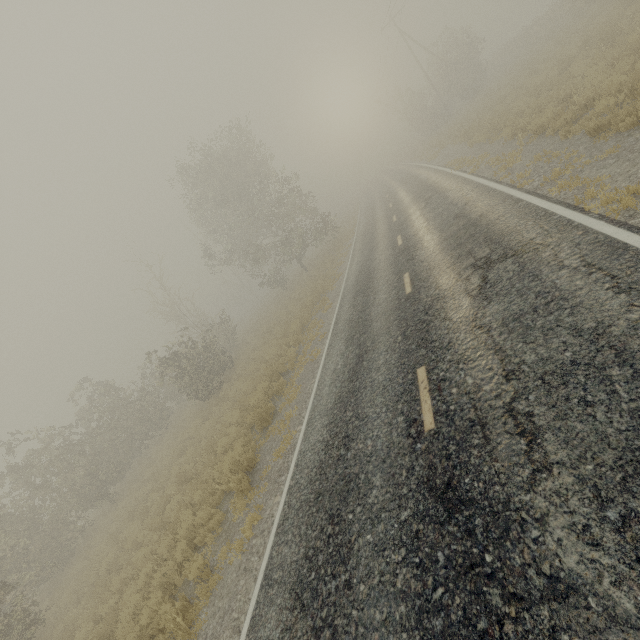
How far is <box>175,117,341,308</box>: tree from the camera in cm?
2506

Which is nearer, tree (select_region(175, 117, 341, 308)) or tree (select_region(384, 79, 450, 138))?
tree (select_region(175, 117, 341, 308))

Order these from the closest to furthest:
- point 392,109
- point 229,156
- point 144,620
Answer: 1. point 144,620
2. point 229,156
3. point 392,109

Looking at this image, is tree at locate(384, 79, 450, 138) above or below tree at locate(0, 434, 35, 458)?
below

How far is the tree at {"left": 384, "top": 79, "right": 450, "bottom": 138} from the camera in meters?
35.3 m

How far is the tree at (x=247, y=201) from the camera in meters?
25.1

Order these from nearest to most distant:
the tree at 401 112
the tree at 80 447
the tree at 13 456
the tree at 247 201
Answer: the tree at 80 447 < the tree at 13 456 < the tree at 247 201 < the tree at 401 112
